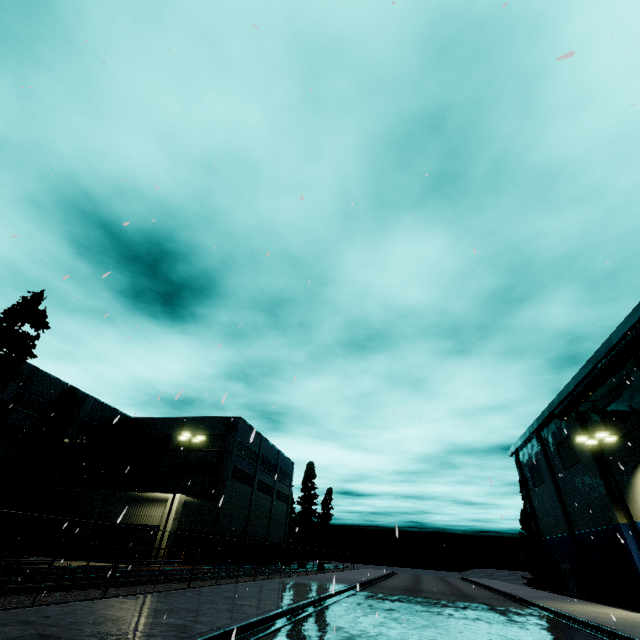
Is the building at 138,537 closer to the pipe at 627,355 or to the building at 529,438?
the pipe at 627,355

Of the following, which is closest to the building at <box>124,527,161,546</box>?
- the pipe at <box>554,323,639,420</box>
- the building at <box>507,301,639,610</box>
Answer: the pipe at <box>554,323,639,420</box>

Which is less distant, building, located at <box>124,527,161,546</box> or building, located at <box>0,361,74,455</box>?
building, located at <box>124,527,161,546</box>

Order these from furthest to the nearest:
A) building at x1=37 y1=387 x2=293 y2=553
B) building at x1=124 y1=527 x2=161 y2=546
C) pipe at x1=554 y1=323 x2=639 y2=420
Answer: building at x1=37 y1=387 x2=293 y2=553
building at x1=124 y1=527 x2=161 y2=546
pipe at x1=554 y1=323 x2=639 y2=420

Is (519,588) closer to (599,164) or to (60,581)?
(599,164)

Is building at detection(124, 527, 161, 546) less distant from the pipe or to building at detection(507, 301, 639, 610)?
the pipe

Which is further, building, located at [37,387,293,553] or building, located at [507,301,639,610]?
building, located at [37,387,293,553]

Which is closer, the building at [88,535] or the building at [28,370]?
the building at [88,535]
